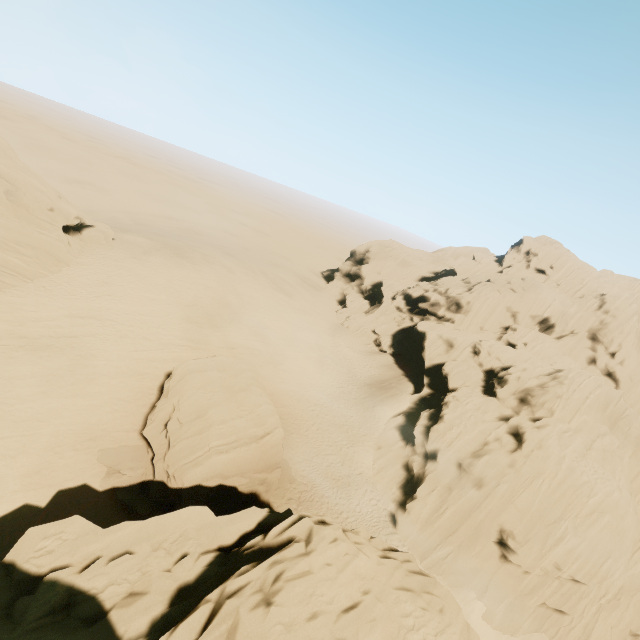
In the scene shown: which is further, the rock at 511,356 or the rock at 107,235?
the rock at 107,235

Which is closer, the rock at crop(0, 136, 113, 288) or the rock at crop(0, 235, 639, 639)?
the rock at crop(0, 235, 639, 639)

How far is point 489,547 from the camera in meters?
22.8 m
